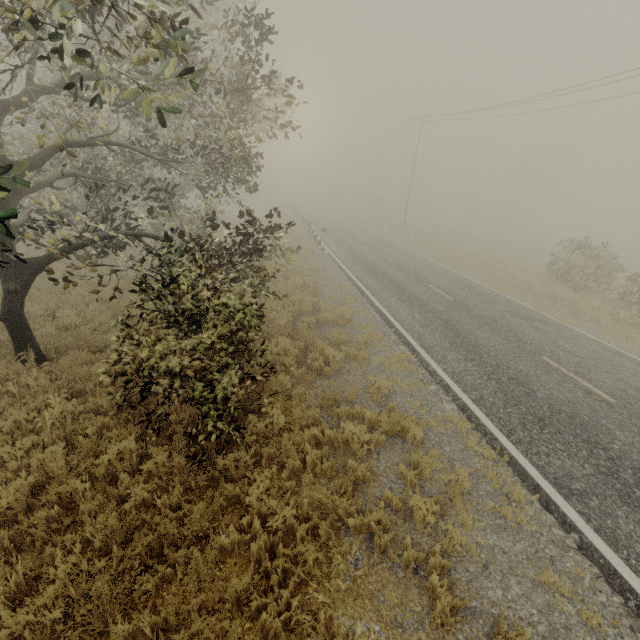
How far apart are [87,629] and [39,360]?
6.6m
